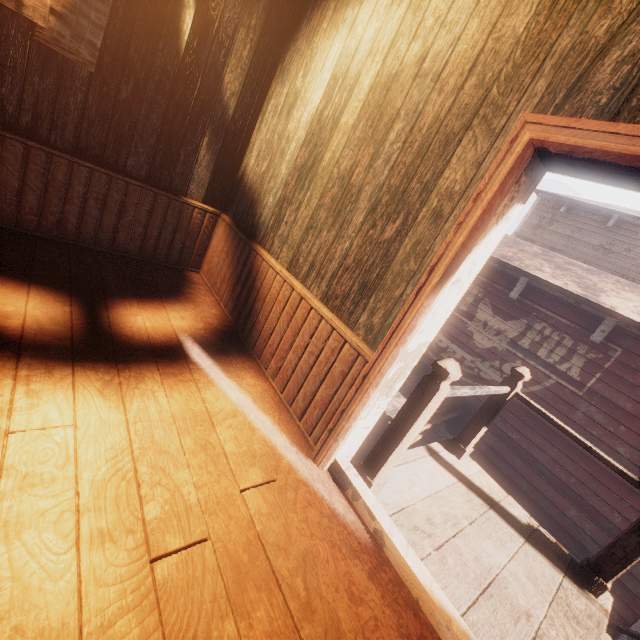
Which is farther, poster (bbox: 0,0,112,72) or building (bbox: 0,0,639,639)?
poster (bbox: 0,0,112,72)

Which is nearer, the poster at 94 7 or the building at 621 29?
the building at 621 29

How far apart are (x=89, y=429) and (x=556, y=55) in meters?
3.0
